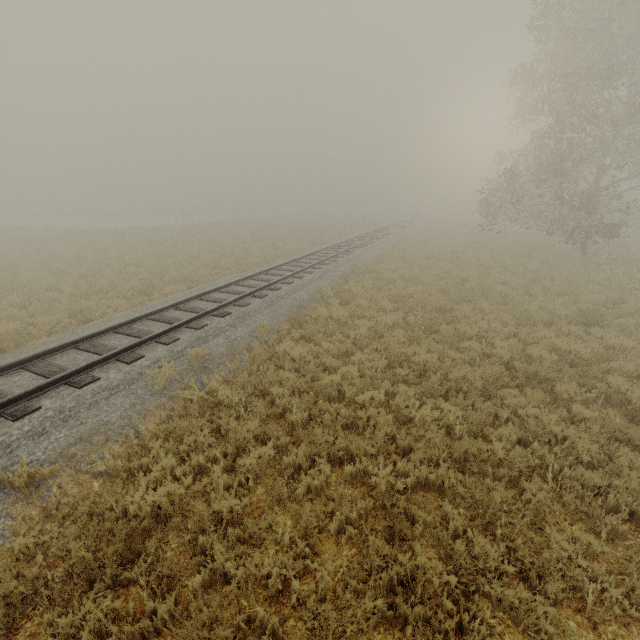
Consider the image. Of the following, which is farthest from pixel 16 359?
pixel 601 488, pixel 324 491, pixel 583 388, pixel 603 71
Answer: pixel 603 71
